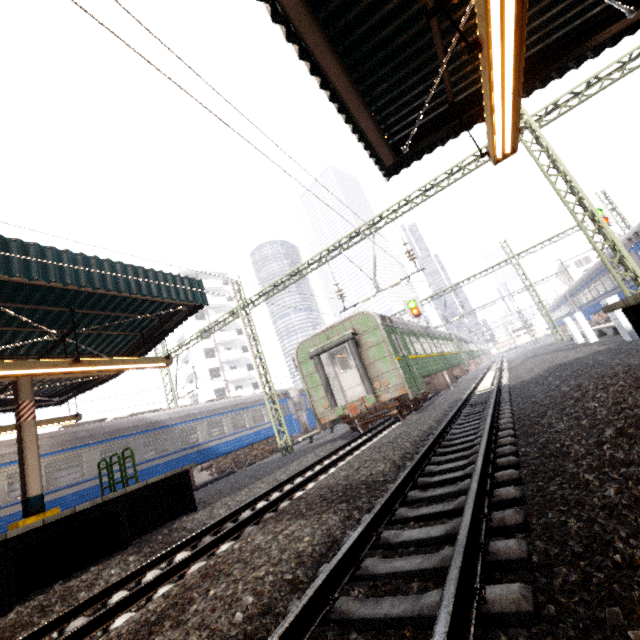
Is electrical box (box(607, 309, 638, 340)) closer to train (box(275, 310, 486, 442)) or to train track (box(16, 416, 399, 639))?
train (box(275, 310, 486, 442))

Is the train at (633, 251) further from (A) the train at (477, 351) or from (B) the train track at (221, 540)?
(B) the train track at (221, 540)

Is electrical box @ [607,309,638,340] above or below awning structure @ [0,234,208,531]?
below

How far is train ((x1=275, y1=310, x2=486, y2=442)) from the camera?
11.92m

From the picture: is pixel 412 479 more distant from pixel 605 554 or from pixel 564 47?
pixel 564 47

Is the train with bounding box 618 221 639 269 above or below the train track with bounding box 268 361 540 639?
above

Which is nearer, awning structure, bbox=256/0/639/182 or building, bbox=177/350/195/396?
awning structure, bbox=256/0/639/182

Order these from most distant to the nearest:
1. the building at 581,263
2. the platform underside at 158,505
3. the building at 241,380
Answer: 1. the building at 581,263
2. the building at 241,380
3. the platform underside at 158,505
